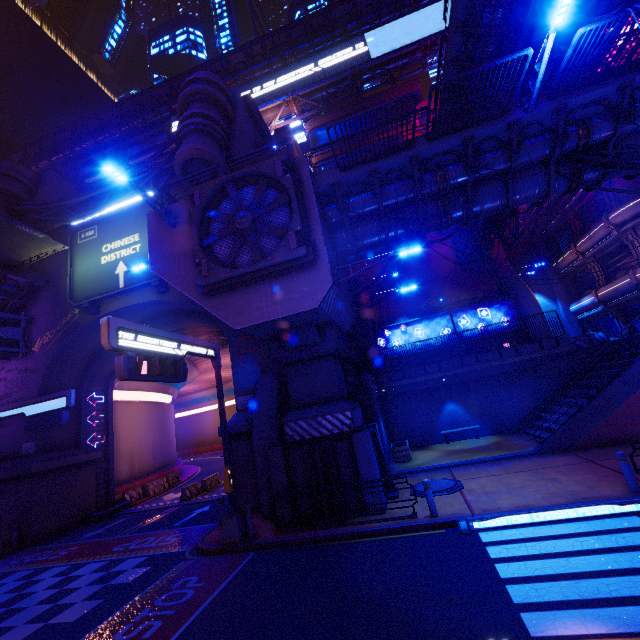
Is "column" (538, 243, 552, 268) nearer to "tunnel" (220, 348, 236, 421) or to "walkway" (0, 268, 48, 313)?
"tunnel" (220, 348, 236, 421)

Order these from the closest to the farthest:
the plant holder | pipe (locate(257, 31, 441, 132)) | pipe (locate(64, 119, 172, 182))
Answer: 1. the plant holder
2. pipe (locate(257, 31, 441, 132))
3. pipe (locate(64, 119, 172, 182))

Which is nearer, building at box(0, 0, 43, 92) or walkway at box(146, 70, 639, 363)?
walkway at box(146, 70, 639, 363)

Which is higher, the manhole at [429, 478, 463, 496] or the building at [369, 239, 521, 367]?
the building at [369, 239, 521, 367]

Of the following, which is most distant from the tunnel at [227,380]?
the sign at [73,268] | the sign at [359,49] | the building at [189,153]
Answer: the sign at [359,49]

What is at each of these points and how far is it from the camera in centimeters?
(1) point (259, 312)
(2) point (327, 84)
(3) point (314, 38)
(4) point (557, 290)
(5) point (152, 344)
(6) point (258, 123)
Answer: (1) walkway, 1150cm
(2) pipe, 3803cm
(3) walkway, 3891cm
(4) column, 3269cm
(5) sign, 980cm
(6) pillar, 2491cm

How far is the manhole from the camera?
11.78m

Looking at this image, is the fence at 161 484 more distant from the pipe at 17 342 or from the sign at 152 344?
the pipe at 17 342
